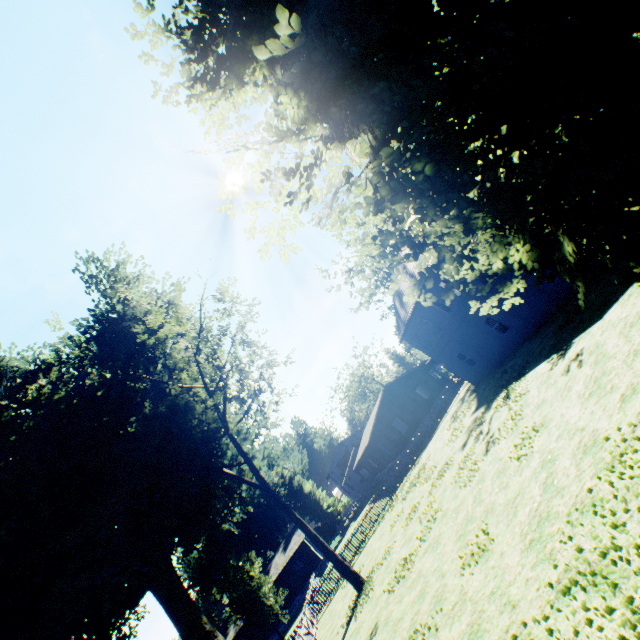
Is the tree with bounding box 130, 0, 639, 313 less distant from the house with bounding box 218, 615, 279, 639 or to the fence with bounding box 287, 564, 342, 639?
the fence with bounding box 287, 564, 342, 639

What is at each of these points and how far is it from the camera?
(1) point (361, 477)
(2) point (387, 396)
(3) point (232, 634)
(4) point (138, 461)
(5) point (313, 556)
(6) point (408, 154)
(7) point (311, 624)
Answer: (1) house, 54.4m
(2) flat, 37.8m
(3) house, 38.5m
(4) plant, 20.2m
(5) house, 43.0m
(6) tree, 3.0m
(7) fence, 21.0m

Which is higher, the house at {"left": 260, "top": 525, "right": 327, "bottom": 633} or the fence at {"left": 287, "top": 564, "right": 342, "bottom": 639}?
the house at {"left": 260, "top": 525, "right": 327, "bottom": 633}

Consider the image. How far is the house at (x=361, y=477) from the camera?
53.8 meters

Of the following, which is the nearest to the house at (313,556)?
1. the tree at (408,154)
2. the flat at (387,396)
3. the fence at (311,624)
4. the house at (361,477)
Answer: the fence at (311,624)

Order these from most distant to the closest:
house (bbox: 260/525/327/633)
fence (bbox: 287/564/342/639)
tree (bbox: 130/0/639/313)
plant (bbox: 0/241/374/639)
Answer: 1. house (bbox: 260/525/327/633)
2. fence (bbox: 287/564/342/639)
3. plant (bbox: 0/241/374/639)
4. tree (bbox: 130/0/639/313)

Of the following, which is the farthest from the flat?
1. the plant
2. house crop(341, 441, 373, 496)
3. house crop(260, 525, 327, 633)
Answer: house crop(260, 525, 327, 633)

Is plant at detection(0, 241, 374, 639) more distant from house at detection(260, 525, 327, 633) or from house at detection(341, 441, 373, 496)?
house at detection(341, 441, 373, 496)
